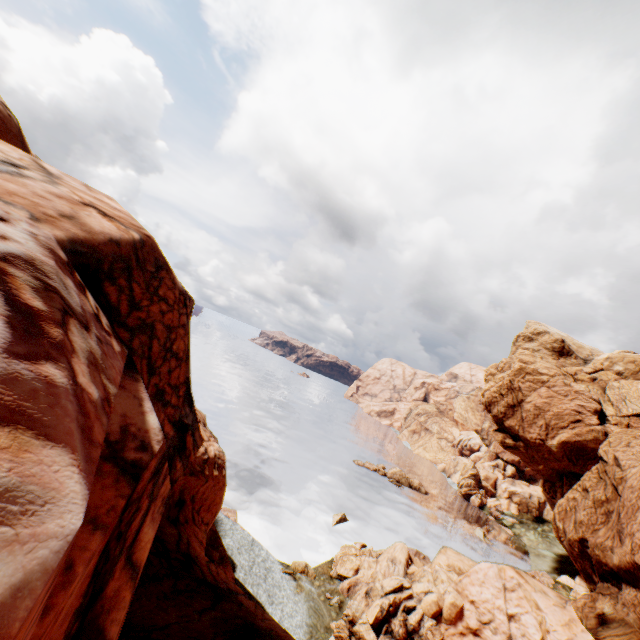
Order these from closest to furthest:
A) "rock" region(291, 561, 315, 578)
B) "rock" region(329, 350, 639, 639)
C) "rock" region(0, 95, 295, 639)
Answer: "rock" region(0, 95, 295, 639), "rock" region(329, 350, 639, 639), "rock" region(291, 561, 315, 578)

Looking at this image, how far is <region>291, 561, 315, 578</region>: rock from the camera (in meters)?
32.54

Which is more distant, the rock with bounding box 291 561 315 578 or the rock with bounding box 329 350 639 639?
the rock with bounding box 291 561 315 578

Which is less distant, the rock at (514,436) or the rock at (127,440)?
the rock at (127,440)

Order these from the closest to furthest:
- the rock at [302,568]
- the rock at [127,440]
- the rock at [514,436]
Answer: the rock at [127,440] < the rock at [514,436] < the rock at [302,568]

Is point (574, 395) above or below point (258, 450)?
above
